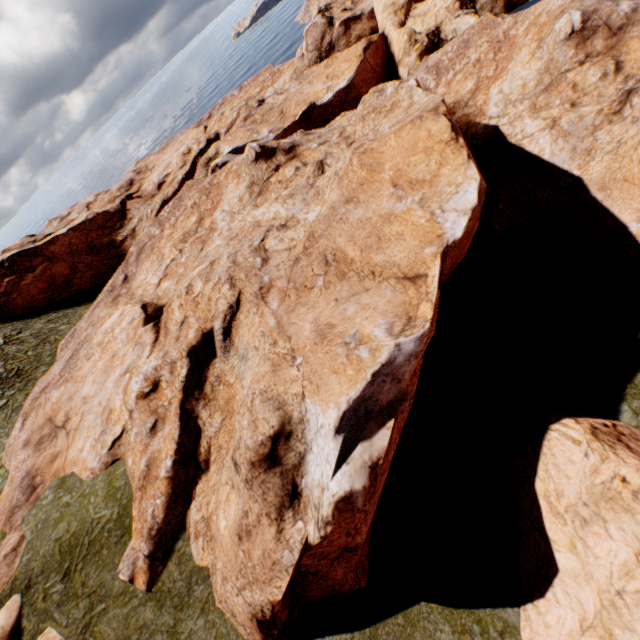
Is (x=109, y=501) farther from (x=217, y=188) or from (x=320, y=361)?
(x=217, y=188)

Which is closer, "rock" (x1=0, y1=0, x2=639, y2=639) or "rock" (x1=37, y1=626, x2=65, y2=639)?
"rock" (x1=0, y1=0, x2=639, y2=639)

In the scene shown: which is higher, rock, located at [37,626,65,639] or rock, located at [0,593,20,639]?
rock, located at [0,593,20,639]

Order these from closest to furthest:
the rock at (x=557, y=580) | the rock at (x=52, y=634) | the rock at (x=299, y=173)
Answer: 1. the rock at (x=557, y=580)
2. the rock at (x=299, y=173)
3. the rock at (x=52, y=634)

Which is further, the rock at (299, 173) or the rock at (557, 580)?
the rock at (299, 173)
